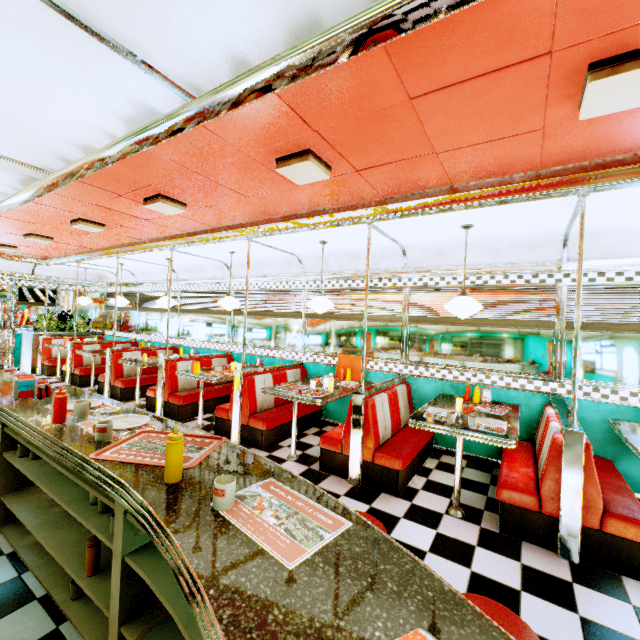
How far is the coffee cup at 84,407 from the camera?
2.22m

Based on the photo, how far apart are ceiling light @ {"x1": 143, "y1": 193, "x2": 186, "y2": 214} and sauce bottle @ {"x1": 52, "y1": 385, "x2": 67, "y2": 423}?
2.3m

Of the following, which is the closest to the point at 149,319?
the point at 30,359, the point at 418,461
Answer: the point at 30,359

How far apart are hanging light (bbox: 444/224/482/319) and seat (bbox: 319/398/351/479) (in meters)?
1.44

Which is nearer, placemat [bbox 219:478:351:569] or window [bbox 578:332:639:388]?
placemat [bbox 219:478:351:569]

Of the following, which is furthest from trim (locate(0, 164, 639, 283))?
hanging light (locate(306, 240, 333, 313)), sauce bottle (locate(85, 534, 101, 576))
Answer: sauce bottle (locate(85, 534, 101, 576))

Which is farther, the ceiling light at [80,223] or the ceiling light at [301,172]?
the ceiling light at [80,223]

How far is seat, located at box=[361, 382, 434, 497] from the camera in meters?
3.6
